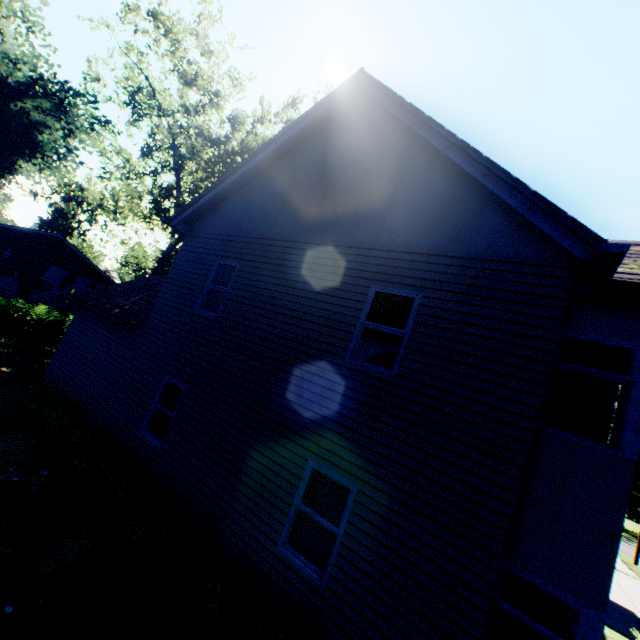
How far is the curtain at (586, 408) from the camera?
4.68m

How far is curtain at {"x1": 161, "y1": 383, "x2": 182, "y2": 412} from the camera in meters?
8.7 m

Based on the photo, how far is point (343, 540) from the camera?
5.14m

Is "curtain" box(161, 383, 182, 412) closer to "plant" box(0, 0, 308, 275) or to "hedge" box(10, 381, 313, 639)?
"hedge" box(10, 381, 313, 639)

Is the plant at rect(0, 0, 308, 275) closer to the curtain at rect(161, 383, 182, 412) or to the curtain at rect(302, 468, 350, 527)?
the curtain at rect(161, 383, 182, 412)

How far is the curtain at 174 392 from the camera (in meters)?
8.70

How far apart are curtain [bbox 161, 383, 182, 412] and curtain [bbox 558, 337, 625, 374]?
7.3 meters

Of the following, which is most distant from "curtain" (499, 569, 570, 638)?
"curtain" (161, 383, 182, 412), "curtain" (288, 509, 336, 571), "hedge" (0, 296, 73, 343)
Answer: "hedge" (0, 296, 73, 343)
